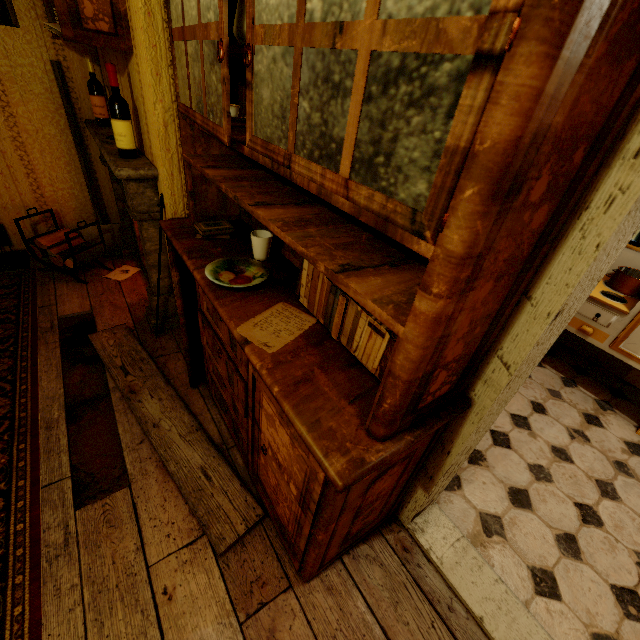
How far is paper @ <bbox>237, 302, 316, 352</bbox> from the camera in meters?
1.2

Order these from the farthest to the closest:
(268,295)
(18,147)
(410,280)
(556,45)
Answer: (18,147), (268,295), (410,280), (556,45)

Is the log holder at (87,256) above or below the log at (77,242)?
above

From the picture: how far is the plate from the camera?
1.5 meters

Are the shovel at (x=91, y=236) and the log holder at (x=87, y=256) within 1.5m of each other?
yes

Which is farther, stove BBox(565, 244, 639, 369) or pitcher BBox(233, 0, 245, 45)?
stove BBox(565, 244, 639, 369)

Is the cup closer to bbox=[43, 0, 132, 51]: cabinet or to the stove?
bbox=[43, 0, 132, 51]: cabinet

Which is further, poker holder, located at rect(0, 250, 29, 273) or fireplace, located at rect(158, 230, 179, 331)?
poker holder, located at rect(0, 250, 29, 273)
